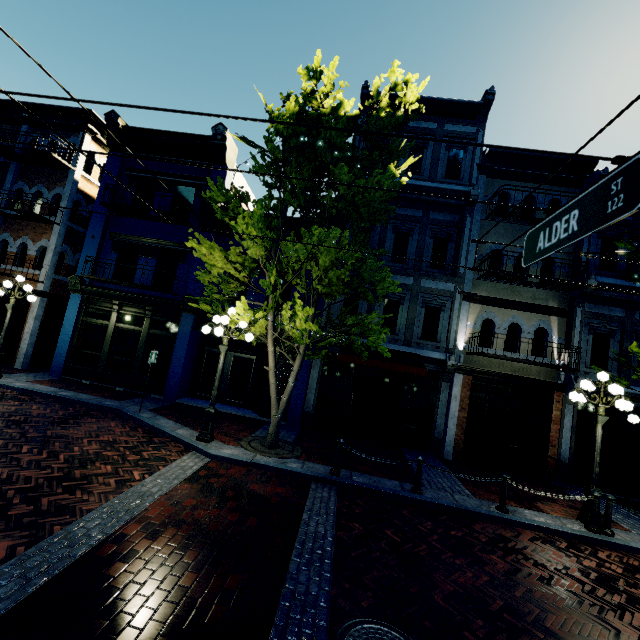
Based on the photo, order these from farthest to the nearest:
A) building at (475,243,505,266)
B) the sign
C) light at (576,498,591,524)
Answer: building at (475,243,505,266) < light at (576,498,591,524) < the sign

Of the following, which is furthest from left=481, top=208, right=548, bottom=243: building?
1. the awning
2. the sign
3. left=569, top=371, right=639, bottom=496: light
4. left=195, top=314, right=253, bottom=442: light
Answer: the sign

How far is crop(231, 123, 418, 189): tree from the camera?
7.8m

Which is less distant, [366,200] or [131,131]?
[366,200]

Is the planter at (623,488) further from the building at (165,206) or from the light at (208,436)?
the light at (208,436)

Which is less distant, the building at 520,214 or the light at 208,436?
the light at 208,436

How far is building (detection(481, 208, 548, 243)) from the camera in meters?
12.2 m
